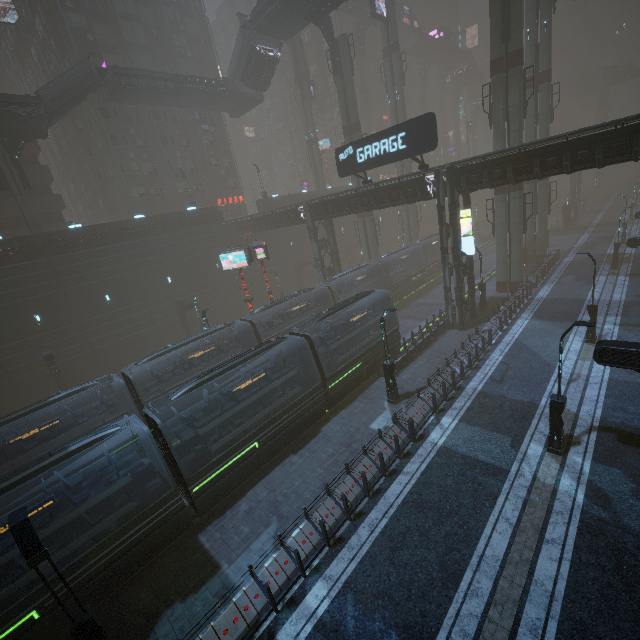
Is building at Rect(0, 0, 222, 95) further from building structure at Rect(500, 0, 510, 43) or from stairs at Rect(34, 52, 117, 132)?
stairs at Rect(34, 52, 117, 132)

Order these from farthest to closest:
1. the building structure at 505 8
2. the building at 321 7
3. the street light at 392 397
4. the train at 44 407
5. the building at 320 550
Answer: the building at 321 7 → the building structure at 505 8 → the street light at 392 397 → the train at 44 407 → the building at 320 550

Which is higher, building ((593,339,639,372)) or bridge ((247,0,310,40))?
bridge ((247,0,310,40))

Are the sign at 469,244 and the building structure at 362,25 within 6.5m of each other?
no

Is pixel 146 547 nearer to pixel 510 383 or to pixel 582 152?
pixel 510 383

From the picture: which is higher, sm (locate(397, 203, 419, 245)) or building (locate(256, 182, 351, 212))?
building (locate(256, 182, 351, 212))

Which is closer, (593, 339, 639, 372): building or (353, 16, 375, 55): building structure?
(593, 339, 639, 372): building

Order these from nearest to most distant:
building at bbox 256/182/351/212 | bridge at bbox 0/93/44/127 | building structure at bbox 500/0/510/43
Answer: building structure at bbox 500/0/510/43, bridge at bbox 0/93/44/127, building at bbox 256/182/351/212
